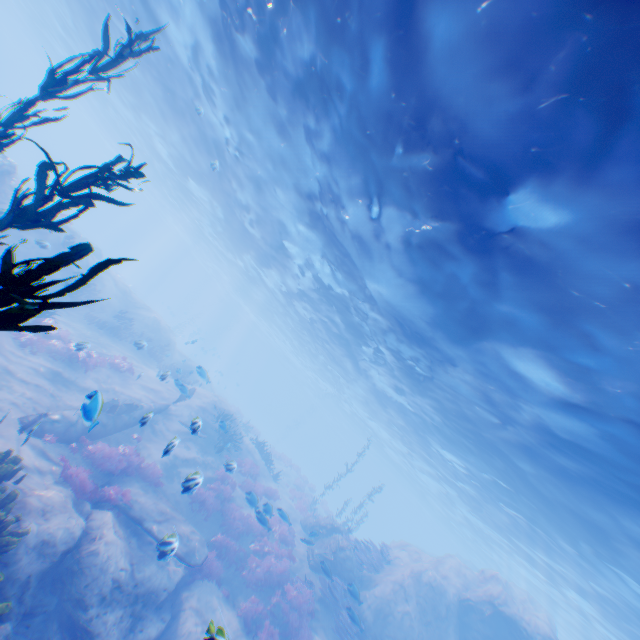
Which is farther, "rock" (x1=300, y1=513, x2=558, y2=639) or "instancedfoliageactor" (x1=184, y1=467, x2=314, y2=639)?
"rock" (x1=300, y1=513, x2=558, y2=639)

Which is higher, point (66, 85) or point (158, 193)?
point (158, 193)

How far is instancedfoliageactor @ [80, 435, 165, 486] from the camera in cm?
1110

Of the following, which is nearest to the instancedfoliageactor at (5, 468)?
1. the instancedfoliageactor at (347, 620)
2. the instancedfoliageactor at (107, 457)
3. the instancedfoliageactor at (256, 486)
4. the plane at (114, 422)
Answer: the plane at (114, 422)

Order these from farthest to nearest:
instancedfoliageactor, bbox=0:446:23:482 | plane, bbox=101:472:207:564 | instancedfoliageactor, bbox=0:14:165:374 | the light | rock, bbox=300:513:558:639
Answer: rock, bbox=300:513:558:639, plane, bbox=101:472:207:564, instancedfoliageactor, bbox=0:446:23:482, the light, instancedfoliageactor, bbox=0:14:165:374

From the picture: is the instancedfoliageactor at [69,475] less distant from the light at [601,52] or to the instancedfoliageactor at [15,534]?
the instancedfoliageactor at [15,534]

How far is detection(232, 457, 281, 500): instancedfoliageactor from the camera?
18.2m
